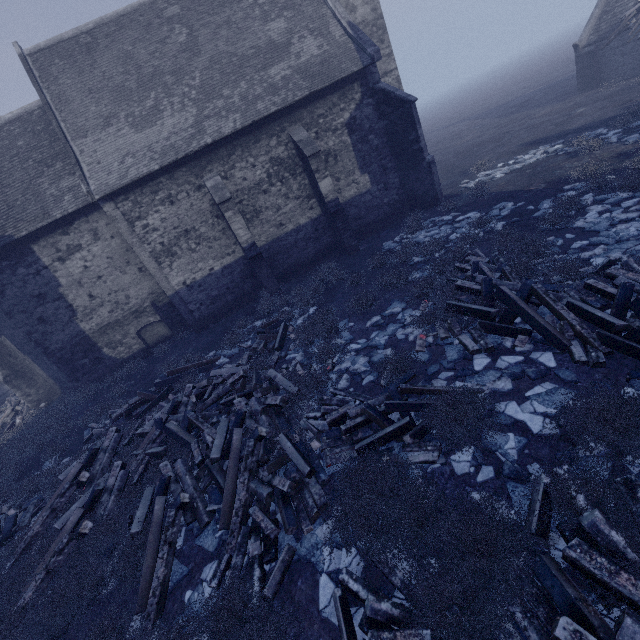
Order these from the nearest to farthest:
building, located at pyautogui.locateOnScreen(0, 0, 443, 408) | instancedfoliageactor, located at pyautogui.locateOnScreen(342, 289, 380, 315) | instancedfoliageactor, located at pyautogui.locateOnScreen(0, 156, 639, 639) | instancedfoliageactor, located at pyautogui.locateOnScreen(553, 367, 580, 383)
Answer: instancedfoliageactor, located at pyautogui.locateOnScreen(0, 156, 639, 639)
instancedfoliageactor, located at pyautogui.locateOnScreen(553, 367, 580, 383)
instancedfoliageactor, located at pyautogui.locateOnScreen(342, 289, 380, 315)
building, located at pyautogui.locateOnScreen(0, 0, 443, 408)

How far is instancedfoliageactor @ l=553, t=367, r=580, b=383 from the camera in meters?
5.2 m

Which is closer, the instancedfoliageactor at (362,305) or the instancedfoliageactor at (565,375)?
the instancedfoliageactor at (565,375)

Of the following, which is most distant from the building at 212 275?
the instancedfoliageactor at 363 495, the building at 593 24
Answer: the building at 593 24

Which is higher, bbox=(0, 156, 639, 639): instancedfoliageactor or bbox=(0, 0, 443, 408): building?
bbox=(0, 0, 443, 408): building

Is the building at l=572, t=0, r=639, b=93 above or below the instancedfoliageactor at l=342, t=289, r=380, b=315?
above

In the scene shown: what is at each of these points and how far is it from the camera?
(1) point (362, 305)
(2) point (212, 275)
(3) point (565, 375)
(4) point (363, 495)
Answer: (1) instancedfoliageactor, 10.2 meters
(2) building, 15.2 meters
(3) instancedfoliageactor, 5.3 meters
(4) instancedfoliageactor, 4.9 meters
